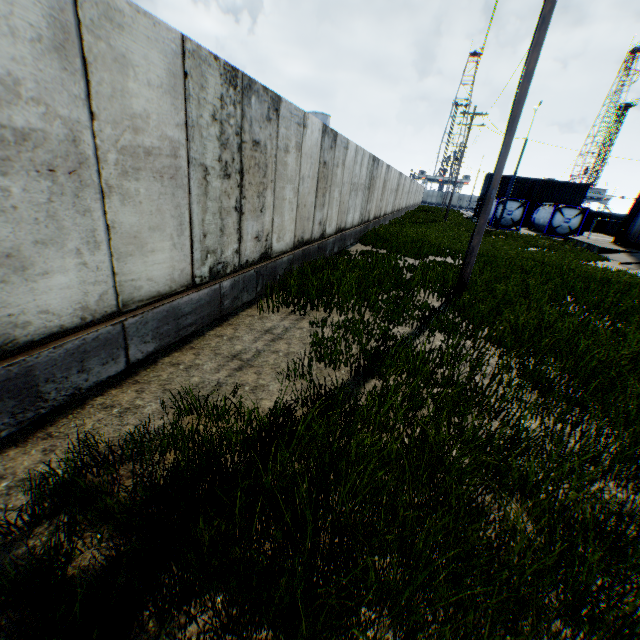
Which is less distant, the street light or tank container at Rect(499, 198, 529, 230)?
the street light

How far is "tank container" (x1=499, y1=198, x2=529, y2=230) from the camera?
32.3 meters

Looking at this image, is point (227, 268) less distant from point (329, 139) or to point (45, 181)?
point (45, 181)

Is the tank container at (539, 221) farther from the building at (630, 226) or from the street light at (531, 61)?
the street light at (531, 61)

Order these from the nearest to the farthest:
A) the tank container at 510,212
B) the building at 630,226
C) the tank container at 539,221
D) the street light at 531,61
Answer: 1. the street light at 531,61
2. the building at 630,226
3. the tank container at 539,221
4. the tank container at 510,212

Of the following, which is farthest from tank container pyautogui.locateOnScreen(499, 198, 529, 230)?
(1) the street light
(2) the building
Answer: (1) the street light
